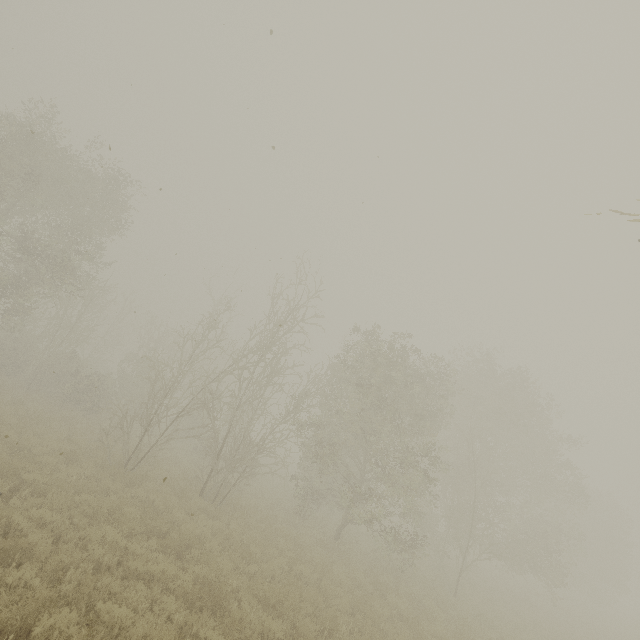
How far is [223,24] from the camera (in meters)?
7.80
